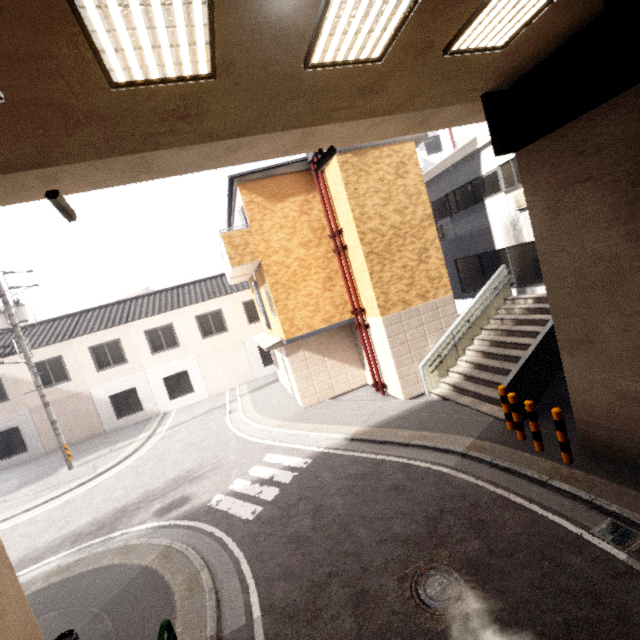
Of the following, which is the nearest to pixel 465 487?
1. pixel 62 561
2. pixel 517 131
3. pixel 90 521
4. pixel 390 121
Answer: pixel 517 131

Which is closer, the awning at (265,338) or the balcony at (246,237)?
the balcony at (246,237)

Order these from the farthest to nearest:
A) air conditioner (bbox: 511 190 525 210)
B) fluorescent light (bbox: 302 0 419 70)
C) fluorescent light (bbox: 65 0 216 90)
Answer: air conditioner (bbox: 511 190 525 210) → fluorescent light (bbox: 302 0 419 70) → fluorescent light (bbox: 65 0 216 90)

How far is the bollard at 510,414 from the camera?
7.13m

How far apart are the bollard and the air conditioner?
7.3 meters

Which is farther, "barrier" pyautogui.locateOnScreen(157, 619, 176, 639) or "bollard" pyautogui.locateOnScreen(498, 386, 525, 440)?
"bollard" pyautogui.locateOnScreen(498, 386, 525, 440)

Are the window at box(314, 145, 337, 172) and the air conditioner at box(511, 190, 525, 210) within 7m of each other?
no

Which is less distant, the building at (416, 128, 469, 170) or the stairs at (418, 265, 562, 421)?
the stairs at (418, 265, 562, 421)
